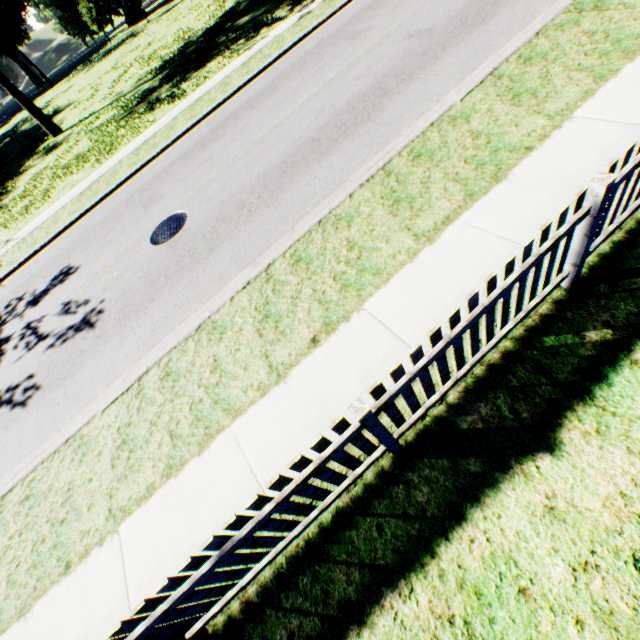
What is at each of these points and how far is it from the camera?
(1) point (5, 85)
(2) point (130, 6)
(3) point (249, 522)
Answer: (1) plant, 19.9m
(2) plant, 53.8m
(3) fence, 2.3m

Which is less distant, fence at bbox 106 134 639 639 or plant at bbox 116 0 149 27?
fence at bbox 106 134 639 639

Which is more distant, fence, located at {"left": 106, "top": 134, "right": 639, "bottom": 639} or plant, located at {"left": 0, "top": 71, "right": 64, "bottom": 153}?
plant, located at {"left": 0, "top": 71, "right": 64, "bottom": 153}

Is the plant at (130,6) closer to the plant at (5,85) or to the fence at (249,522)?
the plant at (5,85)

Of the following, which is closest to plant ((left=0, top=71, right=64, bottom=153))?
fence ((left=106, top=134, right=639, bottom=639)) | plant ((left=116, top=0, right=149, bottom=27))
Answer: fence ((left=106, top=134, right=639, bottom=639))

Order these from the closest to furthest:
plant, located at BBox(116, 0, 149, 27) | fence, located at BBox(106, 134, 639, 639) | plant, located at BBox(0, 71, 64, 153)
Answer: fence, located at BBox(106, 134, 639, 639) → plant, located at BBox(0, 71, 64, 153) → plant, located at BBox(116, 0, 149, 27)

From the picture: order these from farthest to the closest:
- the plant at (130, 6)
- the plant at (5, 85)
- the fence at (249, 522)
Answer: the plant at (130, 6) < the plant at (5, 85) < the fence at (249, 522)
